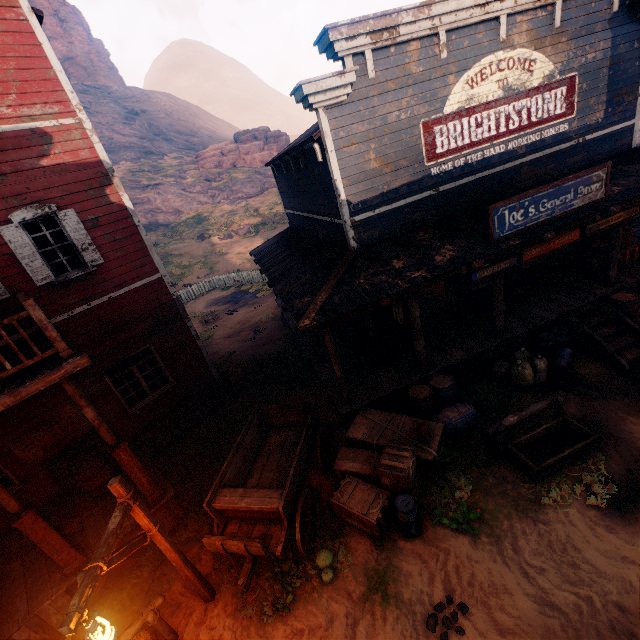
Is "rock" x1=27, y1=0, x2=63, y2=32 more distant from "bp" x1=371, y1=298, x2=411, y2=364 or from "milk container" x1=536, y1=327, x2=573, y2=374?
"milk container" x1=536, y1=327, x2=573, y2=374

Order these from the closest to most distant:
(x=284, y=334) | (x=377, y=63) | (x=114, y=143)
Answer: (x=377, y=63)
(x=284, y=334)
(x=114, y=143)

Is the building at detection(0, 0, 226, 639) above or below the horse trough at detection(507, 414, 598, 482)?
above

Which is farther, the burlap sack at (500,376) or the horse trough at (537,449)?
the burlap sack at (500,376)

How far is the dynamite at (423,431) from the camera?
6.7 meters

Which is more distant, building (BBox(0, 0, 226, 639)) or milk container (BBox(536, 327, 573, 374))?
milk container (BBox(536, 327, 573, 374))

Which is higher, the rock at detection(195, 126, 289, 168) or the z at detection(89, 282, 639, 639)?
the rock at detection(195, 126, 289, 168)

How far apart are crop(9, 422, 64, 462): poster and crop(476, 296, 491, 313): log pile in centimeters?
1168cm
